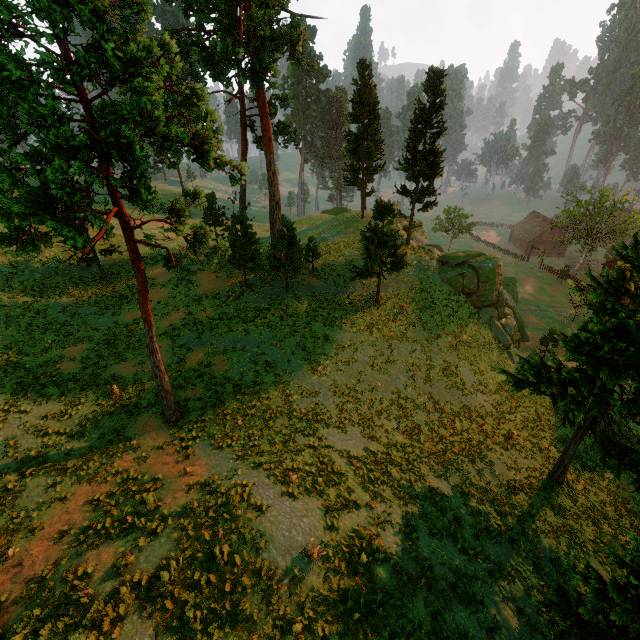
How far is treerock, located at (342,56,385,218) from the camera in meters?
34.3 m

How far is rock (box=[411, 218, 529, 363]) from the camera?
31.3m

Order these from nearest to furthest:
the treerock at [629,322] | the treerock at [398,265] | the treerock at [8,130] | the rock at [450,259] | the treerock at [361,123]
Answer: the treerock at [8,130] → the treerock at [629,322] → the treerock at [398,265] → the rock at [450,259] → the treerock at [361,123]

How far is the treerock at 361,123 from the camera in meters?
34.3 m

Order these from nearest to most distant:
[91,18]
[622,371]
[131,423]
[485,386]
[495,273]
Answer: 1. [91,18]
2. [622,371]
3. [131,423]
4. [485,386]
5. [495,273]

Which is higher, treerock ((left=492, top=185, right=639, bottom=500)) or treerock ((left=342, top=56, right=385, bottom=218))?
treerock ((left=342, top=56, right=385, bottom=218))

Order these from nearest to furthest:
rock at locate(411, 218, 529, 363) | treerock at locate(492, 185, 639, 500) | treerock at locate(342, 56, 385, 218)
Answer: treerock at locate(492, 185, 639, 500), rock at locate(411, 218, 529, 363), treerock at locate(342, 56, 385, 218)
